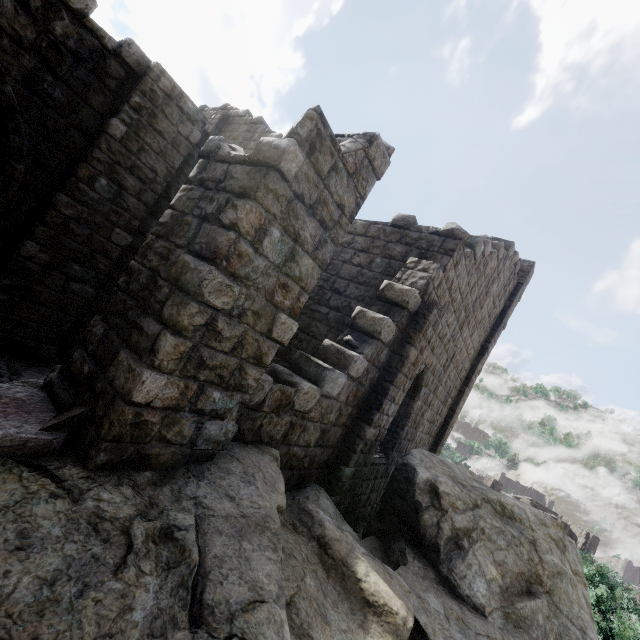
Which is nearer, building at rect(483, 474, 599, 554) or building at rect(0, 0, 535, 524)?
building at rect(0, 0, 535, 524)

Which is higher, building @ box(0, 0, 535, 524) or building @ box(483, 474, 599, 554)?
building @ box(0, 0, 535, 524)

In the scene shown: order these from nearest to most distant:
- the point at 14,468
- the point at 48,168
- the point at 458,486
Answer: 1. the point at 14,468
2. the point at 48,168
3. the point at 458,486

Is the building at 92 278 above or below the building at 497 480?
above

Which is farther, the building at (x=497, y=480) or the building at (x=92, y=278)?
the building at (x=497, y=480)

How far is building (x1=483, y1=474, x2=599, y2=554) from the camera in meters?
35.4
